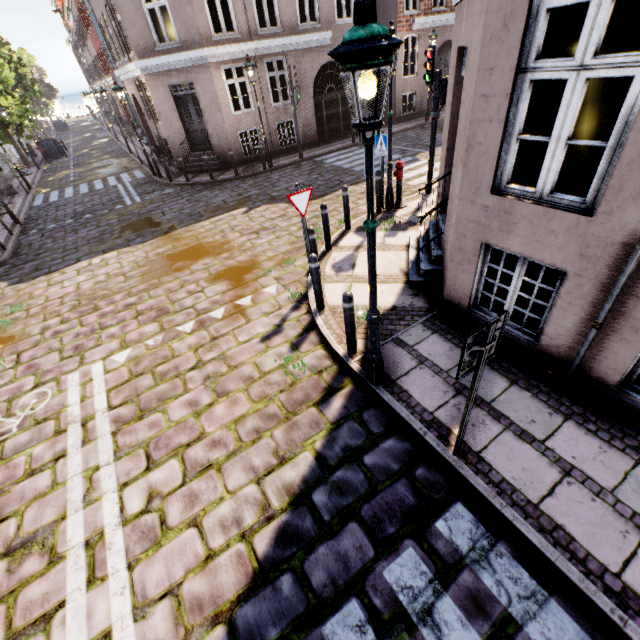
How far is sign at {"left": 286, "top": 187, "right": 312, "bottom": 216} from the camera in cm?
561

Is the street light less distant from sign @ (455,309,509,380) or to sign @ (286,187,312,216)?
sign @ (455,309,509,380)

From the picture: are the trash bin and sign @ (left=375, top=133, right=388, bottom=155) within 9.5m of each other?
no

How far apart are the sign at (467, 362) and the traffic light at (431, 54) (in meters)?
8.12

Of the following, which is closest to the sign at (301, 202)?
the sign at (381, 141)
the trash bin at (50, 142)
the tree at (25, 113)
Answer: the sign at (381, 141)

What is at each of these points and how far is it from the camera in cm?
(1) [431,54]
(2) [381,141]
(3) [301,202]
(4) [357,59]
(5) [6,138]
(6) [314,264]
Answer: (1) traffic light, 779
(2) sign, 818
(3) sign, 575
(4) street light, 216
(5) tree, 2245
(6) bollard, 538

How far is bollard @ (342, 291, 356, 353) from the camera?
Answer: 4.4m

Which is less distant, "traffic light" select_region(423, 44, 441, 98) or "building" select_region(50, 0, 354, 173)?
"traffic light" select_region(423, 44, 441, 98)
